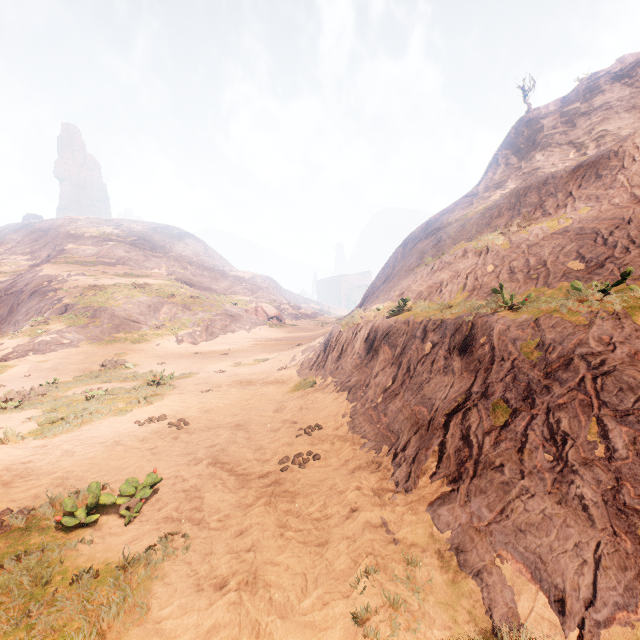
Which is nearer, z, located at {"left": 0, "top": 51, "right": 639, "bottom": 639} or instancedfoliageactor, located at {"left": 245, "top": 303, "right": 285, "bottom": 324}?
z, located at {"left": 0, "top": 51, "right": 639, "bottom": 639}

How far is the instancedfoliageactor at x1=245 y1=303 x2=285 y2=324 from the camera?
40.6 meters

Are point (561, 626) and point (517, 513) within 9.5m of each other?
yes

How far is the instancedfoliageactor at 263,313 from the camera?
40.59m

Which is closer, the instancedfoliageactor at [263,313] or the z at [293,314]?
the z at [293,314]
